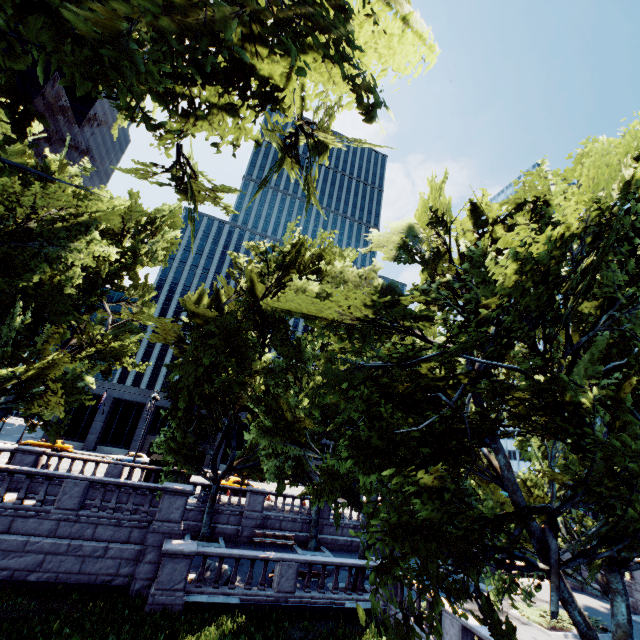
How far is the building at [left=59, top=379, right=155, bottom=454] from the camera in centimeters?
4691cm

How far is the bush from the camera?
16.6m

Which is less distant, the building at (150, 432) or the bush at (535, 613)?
the bush at (535, 613)

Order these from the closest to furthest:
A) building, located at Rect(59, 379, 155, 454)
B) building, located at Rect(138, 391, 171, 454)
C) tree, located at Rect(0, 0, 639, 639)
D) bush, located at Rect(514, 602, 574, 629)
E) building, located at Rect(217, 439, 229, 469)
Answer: tree, located at Rect(0, 0, 639, 639) → bush, located at Rect(514, 602, 574, 629) → building, located at Rect(59, 379, 155, 454) → building, located at Rect(138, 391, 171, 454) → building, located at Rect(217, 439, 229, 469)

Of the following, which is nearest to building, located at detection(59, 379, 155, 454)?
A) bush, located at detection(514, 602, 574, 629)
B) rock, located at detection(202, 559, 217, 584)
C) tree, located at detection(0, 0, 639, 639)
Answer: tree, located at detection(0, 0, 639, 639)

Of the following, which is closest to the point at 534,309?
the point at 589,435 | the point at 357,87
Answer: the point at 589,435

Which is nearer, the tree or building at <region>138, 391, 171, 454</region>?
the tree

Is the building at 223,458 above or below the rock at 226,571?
above
